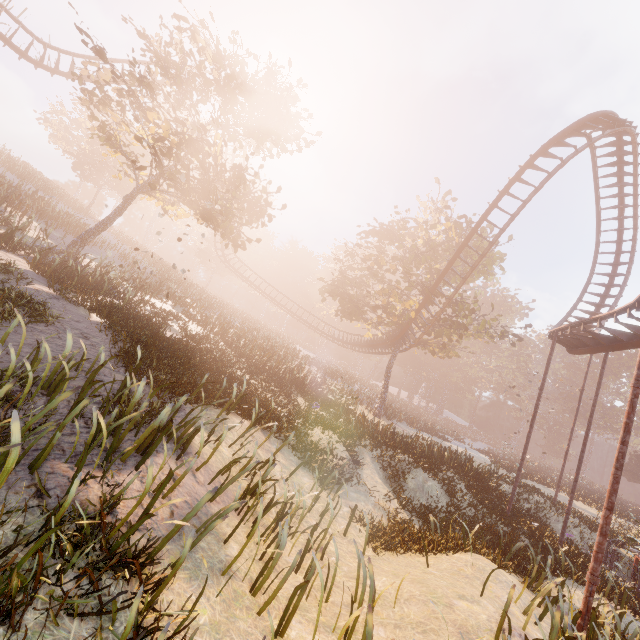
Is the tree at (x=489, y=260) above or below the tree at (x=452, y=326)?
above

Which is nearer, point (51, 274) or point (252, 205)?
point (51, 274)

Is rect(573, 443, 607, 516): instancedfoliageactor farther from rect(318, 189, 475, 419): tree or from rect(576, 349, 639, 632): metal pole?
rect(576, 349, 639, 632): metal pole

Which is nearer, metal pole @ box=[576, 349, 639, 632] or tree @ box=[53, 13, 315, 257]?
metal pole @ box=[576, 349, 639, 632]

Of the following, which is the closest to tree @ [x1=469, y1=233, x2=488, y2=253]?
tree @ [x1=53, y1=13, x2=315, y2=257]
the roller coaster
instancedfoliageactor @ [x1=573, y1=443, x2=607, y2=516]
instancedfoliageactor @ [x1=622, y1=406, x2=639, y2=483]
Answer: the roller coaster

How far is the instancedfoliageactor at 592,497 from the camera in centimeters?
2720cm

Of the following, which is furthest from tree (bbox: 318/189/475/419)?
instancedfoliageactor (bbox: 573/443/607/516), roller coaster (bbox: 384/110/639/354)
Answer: instancedfoliageactor (bbox: 573/443/607/516)

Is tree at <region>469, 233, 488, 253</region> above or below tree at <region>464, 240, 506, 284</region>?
above
